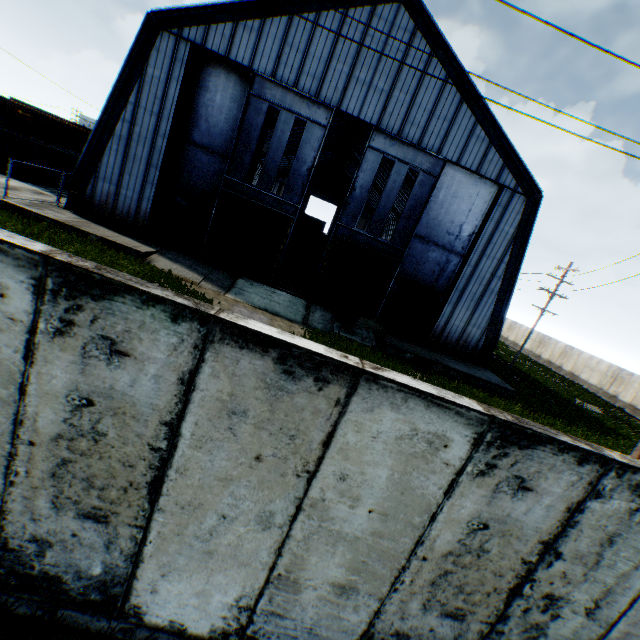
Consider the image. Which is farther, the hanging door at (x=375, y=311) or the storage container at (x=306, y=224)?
the storage container at (x=306, y=224)

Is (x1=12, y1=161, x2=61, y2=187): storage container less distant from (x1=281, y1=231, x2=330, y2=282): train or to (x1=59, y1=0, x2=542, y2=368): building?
(x1=59, y1=0, x2=542, y2=368): building

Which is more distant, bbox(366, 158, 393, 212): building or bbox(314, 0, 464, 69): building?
bbox(366, 158, 393, 212): building

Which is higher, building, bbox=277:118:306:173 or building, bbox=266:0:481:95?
building, bbox=266:0:481:95

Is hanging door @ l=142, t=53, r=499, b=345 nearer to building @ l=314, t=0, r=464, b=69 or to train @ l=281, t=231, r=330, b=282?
building @ l=314, t=0, r=464, b=69

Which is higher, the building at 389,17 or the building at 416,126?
the building at 389,17

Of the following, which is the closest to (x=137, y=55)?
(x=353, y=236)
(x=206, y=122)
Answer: (x=206, y=122)

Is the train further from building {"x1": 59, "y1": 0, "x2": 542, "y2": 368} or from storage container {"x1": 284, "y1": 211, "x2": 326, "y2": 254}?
storage container {"x1": 284, "y1": 211, "x2": 326, "y2": 254}
